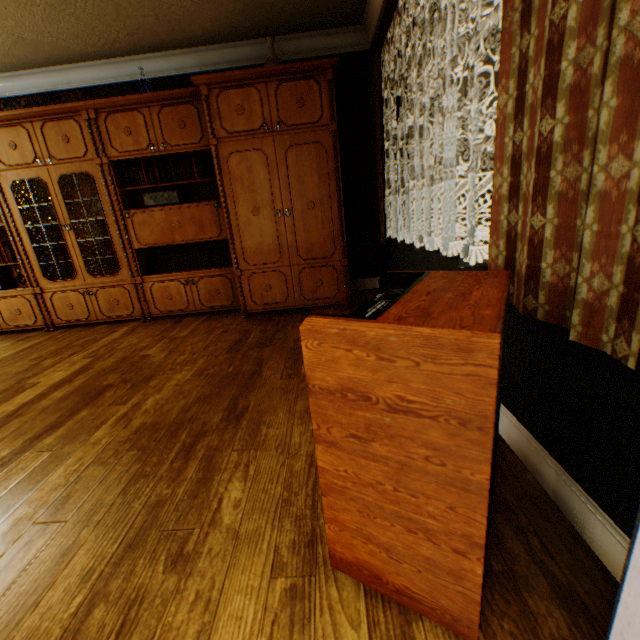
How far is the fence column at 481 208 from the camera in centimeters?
2373cm

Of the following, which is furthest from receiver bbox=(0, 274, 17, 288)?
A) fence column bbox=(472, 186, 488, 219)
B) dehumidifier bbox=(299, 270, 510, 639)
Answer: fence column bbox=(472, 186, 488, 219)

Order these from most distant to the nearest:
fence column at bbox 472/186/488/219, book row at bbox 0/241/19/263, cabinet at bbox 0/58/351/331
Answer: fence column at bbox 472/186/488/219, book row at bbox 0/241/19/263, cabinet at bbox 0/58/351/331

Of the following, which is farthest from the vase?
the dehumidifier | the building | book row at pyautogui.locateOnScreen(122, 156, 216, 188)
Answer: the dehumidifier

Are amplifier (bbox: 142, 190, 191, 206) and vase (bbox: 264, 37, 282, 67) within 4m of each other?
yes

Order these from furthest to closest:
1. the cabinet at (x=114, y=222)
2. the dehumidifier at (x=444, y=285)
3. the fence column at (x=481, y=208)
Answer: the fence column at (x=481, y=208) → the cabinet at (x=114, y=222) → the dehumidifier at (x=444, y=285)

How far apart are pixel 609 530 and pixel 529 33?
1.5 meters

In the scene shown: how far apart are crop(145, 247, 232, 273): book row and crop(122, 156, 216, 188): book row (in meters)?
0.84
